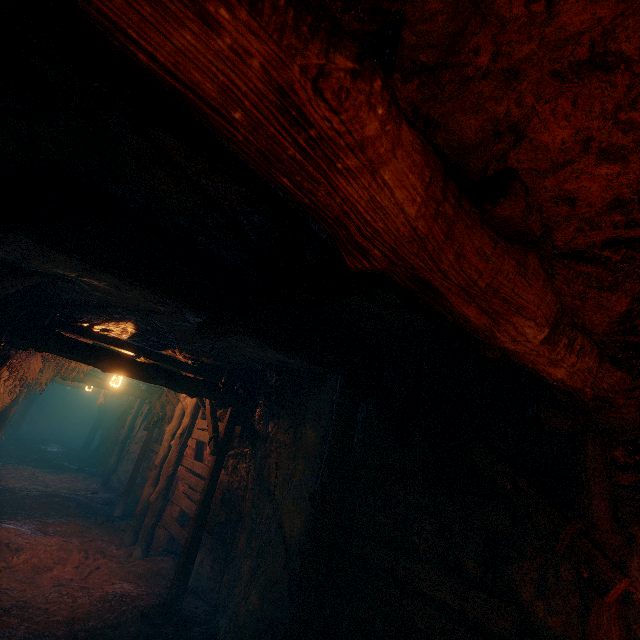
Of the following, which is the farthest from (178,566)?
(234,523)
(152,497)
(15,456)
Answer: (15,456)

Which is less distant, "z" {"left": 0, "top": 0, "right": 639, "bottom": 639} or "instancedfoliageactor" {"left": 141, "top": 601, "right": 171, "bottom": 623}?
"z" {"left": 0, "top": 0, "right": 639, "bottom": 639}

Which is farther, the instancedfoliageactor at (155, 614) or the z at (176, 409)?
the instancedfoliageactor at (155, 614)

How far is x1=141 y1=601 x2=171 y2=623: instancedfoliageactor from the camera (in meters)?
5.24

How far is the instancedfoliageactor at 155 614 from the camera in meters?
5.2
